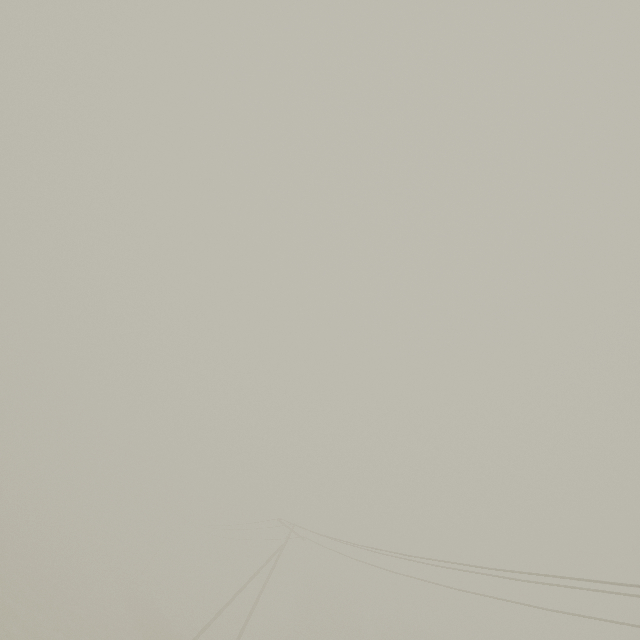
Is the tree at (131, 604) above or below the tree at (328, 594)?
below

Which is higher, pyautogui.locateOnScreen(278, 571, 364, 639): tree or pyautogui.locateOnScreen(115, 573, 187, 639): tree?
pyautogui.locateOnScreen(278, 571, 364, 639): tree

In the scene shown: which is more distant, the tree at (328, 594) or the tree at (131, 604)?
the tree at (328, 594)

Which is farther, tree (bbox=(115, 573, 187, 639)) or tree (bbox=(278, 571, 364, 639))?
tree (bbox=(278, 571, 364, 639))

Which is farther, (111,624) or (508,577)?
(111,624)
